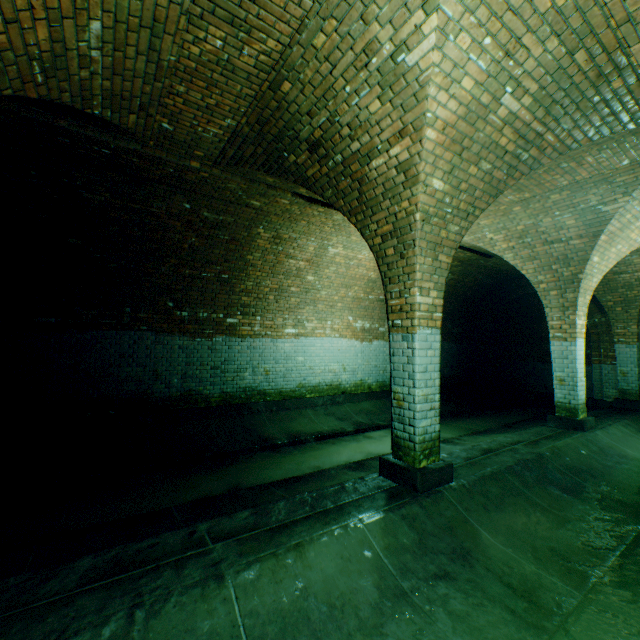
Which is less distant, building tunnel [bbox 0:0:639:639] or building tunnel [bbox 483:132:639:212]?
building tunnel [bbox 0:0:639:639]

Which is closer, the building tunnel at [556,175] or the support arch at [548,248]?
the support arch at [548,248]

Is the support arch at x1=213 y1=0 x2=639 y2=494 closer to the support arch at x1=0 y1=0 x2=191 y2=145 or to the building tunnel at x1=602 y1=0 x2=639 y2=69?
the building tunnel at x1=602 y1=0 x2=639 y2=69

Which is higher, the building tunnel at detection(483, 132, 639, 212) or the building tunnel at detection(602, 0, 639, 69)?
the building tunnel at detection(483, 132, 639, 212)

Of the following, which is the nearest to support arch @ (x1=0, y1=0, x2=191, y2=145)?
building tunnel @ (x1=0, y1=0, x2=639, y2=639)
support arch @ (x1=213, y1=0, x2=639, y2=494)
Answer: building tunnel @ (x1=0, y1=0, x2=639, y2=639)

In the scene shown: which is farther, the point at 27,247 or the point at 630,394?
the point at 630,394

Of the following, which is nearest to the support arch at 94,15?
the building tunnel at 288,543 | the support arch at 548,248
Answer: the building tunnel at 288,543
